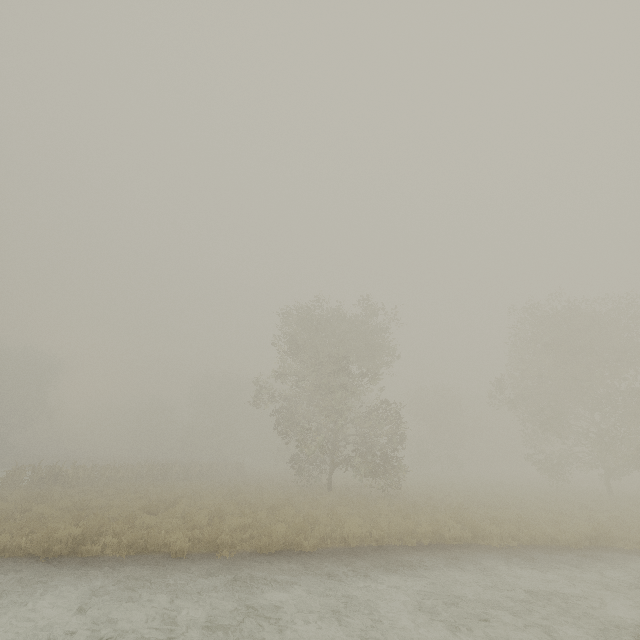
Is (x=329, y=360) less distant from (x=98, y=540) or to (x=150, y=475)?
(x=98, y=540)
